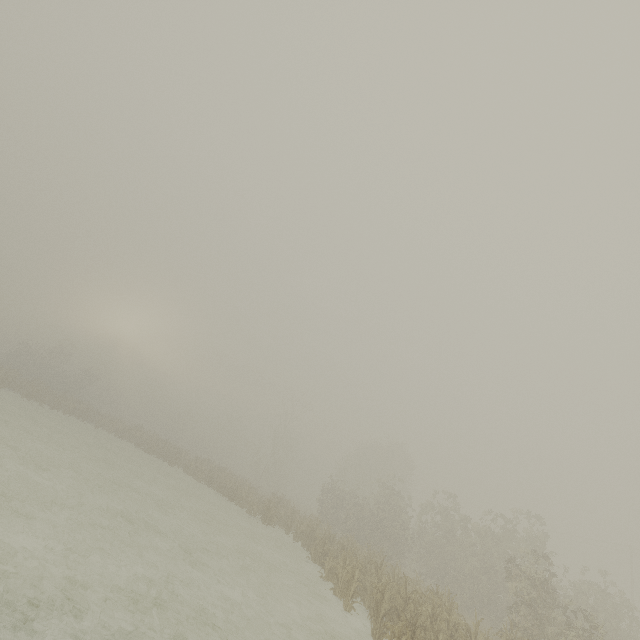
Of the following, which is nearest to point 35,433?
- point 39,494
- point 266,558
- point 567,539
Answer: point 39,494
